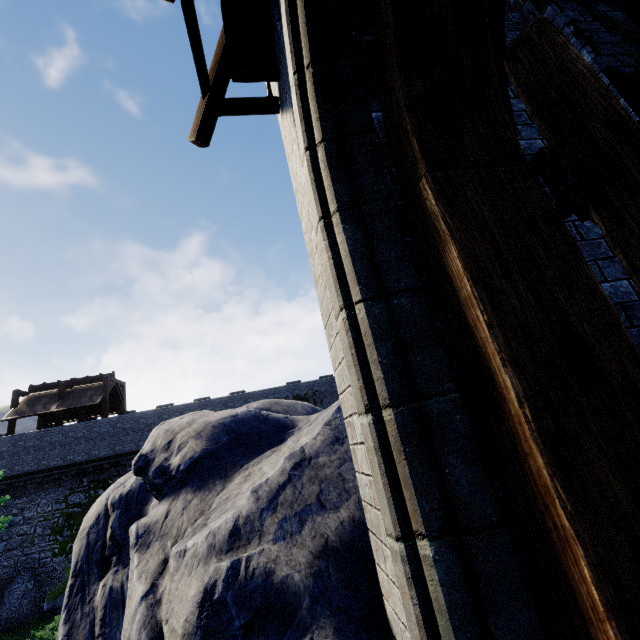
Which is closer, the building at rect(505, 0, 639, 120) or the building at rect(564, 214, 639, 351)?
the building at rect(564, 214, 639, 351)

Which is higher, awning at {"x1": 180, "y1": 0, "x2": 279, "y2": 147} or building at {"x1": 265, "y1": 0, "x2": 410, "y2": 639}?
awning at {"x1": 180, "y1": 0, "x2": 279, "y2": 147}

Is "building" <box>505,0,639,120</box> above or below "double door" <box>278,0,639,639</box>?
above

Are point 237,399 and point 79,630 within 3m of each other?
no

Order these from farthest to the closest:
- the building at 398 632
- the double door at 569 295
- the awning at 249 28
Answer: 1. the awning at 249 28
2. the building at 398 632
3. the double door at 569 295

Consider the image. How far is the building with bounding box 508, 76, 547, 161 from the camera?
2.92m

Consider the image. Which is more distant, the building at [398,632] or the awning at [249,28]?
the awning at [249,28]
